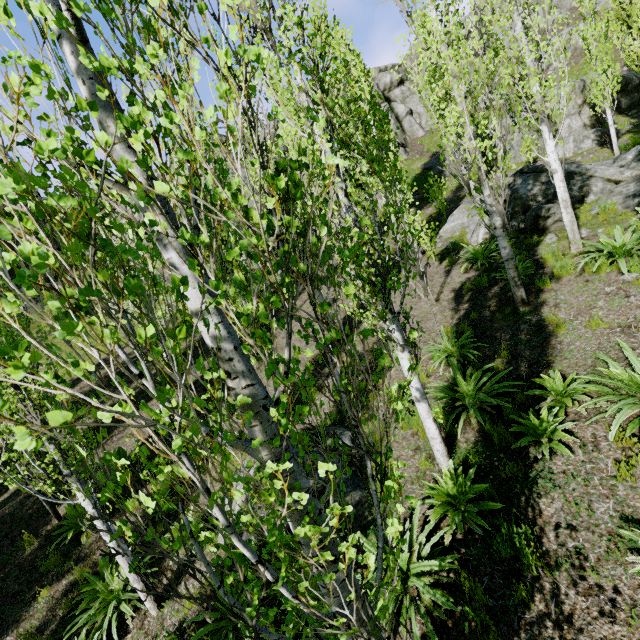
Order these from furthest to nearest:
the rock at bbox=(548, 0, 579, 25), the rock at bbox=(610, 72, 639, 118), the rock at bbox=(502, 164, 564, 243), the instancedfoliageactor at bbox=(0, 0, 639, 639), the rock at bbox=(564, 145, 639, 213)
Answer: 1. the rock at bbox=(548, 0, 579, 25)
2. the rock at bbox=(610, 72, 639, 118)
3. the rock at bbox=(502, 164, 564, 243)
4. the rock at bbox=(564, 145, 639, 213)
5. the instancedfoliageactor at bbox=(0, 0, 639, 639)

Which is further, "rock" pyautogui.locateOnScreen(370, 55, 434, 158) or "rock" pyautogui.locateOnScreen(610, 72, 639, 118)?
"rock" pyautogui.locateOnScreen(370, 55, 434, 158)

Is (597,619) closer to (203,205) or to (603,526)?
(603,526)

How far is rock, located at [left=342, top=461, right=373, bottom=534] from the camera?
5.7 meters

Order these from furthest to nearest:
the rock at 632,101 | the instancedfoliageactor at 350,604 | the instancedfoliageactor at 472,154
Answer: the rock at 632,101, the instancedfoliageactor at 472,154, the instancedfoliageactor at 350,604

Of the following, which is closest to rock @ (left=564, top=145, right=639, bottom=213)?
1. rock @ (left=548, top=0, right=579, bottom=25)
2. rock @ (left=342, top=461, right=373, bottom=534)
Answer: rock @ (left=548, top=0, right=579, bottom=25)

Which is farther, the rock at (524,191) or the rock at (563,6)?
the rock at (563,6)

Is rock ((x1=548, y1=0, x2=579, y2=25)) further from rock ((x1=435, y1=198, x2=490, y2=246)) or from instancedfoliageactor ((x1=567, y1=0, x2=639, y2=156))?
rock ((x1=435, y1=198, x2=490, y2=246))
